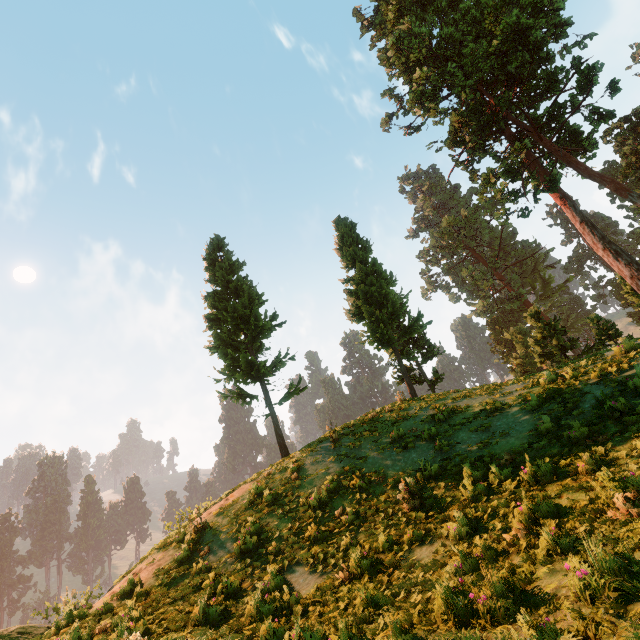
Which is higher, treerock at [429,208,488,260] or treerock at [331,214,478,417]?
treerock at [429,208,488,260]

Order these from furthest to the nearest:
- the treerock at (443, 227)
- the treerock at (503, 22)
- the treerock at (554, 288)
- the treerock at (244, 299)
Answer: the treerock at (554, 288) < the treerock at (443, 227) < the treerock at (503, 22) < the treerock at (244, 299)

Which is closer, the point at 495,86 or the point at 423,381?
the point at 495,86

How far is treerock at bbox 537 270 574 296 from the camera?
56.57m

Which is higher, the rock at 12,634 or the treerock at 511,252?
the treerock at 511,252

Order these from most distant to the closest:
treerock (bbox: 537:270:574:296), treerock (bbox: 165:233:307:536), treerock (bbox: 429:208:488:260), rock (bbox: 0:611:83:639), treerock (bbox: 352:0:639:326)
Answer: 1. treerock (bbox: 537:270:574:296)
2. treerock (bbox: 429:208:488:260)
3. treerock (bbox: 352:0:639:326)
4. treerock (bbox: 165:233:307:536)
5. rock (bbox: 0:611:83:639)
